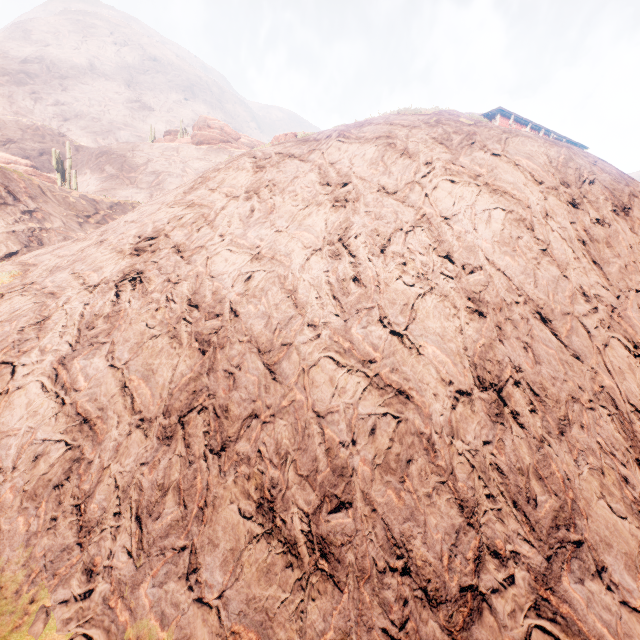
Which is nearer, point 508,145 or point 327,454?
point 327,454

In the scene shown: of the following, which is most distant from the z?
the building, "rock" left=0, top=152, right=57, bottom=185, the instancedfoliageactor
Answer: the instancedfoliageactor

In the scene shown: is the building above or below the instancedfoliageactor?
above

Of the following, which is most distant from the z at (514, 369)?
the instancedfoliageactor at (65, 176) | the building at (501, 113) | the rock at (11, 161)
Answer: the instancedfoliageactor at (65, 176)

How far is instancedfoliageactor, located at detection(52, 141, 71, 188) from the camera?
30.40m

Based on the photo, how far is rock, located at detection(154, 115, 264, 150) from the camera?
49.0m

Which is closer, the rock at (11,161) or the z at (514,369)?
the z at (514,369)

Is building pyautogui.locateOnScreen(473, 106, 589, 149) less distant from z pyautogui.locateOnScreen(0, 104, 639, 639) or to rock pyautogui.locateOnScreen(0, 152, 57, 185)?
z pyautogui.locateOnScreen(0, 104, 639, 639)
